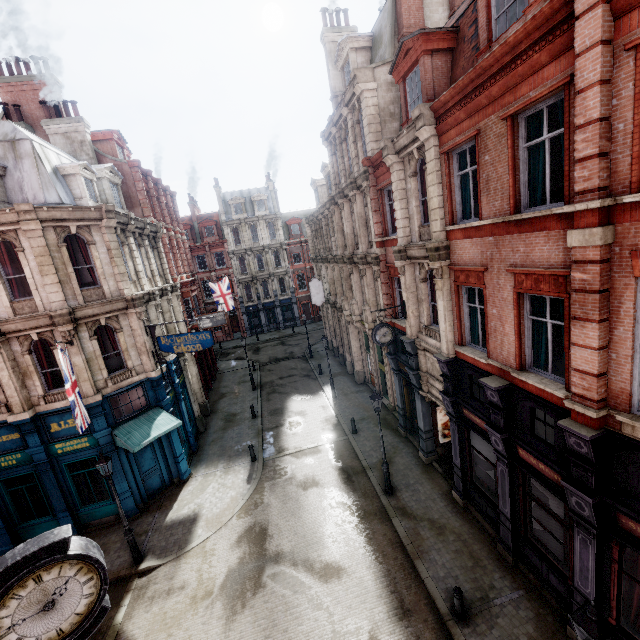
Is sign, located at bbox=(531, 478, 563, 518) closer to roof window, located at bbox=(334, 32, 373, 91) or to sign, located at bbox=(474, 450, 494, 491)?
sign, located at bbox=(474, 450, 494, 491)

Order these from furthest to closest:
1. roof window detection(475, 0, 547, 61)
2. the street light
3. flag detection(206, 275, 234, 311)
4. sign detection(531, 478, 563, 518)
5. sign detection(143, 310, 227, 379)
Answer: flag detection(206, 275, 234, 311) < sign detection(143, 310, 227, 379) < sign detection(531, 478, 563, 518) < roof window detection(475, 0, 547, 61) < the street light

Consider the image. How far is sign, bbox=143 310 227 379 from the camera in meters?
14.9 m

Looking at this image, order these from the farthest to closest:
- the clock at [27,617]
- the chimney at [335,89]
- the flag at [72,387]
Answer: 1. the chimney at [335,89]
2. the flag at [72,387]
3. the clock at [27,617]

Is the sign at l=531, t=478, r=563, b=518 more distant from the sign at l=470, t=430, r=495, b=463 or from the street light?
the street light

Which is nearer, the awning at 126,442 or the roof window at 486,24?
the roof window at 486,24

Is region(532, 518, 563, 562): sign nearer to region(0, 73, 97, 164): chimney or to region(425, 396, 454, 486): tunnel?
region(425, 396, 454, 486): tunnel

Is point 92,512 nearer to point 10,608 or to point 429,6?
point 10,608
